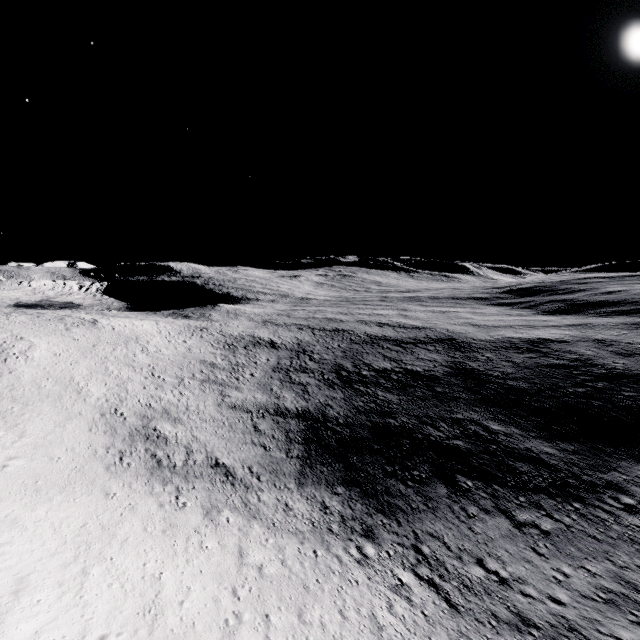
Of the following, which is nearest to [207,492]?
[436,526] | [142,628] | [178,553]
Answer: [178,553]
